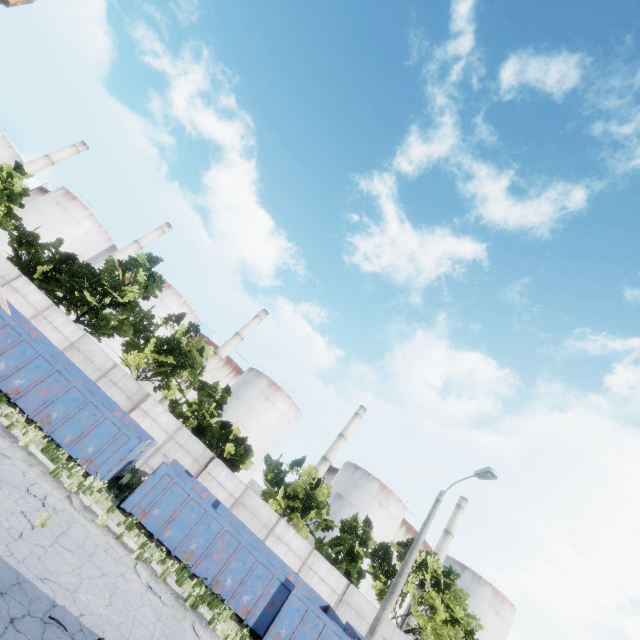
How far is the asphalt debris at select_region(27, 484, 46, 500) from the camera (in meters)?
9.14

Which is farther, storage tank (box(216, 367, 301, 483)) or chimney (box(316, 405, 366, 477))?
chimney (box(316, 405, 366, 477))

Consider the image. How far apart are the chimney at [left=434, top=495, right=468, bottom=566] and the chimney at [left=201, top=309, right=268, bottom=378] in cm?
4654

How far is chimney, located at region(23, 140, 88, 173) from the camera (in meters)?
53.50

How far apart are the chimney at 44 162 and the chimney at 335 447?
67.5 meters

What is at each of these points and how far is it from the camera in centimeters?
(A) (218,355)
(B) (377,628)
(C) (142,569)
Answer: (A) chimney, 5162cm
(B) lamp post, 1162cm
(C) asphalt debris, 1040cm

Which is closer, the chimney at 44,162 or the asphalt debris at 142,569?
the asphalt debris at 142,569

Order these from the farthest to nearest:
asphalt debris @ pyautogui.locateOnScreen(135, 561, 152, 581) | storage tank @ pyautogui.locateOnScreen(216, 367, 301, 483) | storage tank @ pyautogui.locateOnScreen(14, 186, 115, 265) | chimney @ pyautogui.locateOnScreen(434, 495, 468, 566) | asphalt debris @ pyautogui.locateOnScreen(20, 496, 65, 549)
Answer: chimney @ pyautogui.locateOnScreen(434, 495, 468, 566) < storage tank @ pyautogui.locateOnScreen(14, 186, 115, 265) < storage tank @ pyautogui.locateOnScreen(216, 367, 301, 483) < asphalt debris @ pyautogui.locateOnScreen(135, 561, 152, 581) < asphalt debris @ pyautogui.locateOnScreen(20, 496, 65, 549)
